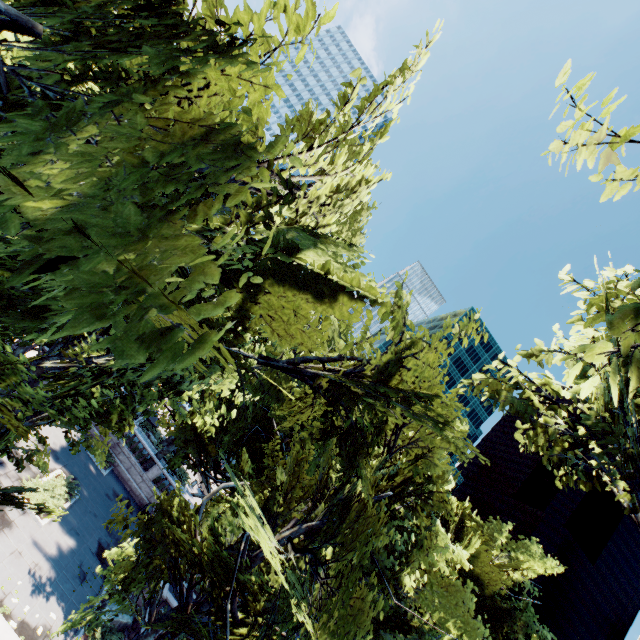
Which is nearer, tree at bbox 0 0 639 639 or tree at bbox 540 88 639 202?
tree at bbox 0 0 639 639

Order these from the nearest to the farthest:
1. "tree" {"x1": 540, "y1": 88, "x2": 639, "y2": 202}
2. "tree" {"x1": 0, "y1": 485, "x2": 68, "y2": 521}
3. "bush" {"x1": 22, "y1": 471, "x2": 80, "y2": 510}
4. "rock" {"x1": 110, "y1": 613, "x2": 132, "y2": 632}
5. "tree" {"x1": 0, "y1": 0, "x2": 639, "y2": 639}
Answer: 1. "tree" {"x1": 0, "y1": 0, "x2": 639, "y2": 639}
2. "tree" {"x1": 540, "y1": 88, "x2": 639, "y2": 202}
3. "tree" {"x1": 0, "y1": 485, "x2": 68, "y2": 521}
4. "rock" {"x1": 110, "y1": 613, "x2": 132, "y2": 632}
5. "bush" {"x1": 22, "y1": 471, "x2": 80, "y2": 510}

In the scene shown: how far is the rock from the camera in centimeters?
1747cm

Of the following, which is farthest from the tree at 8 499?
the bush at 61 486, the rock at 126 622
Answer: the bush at 61 486

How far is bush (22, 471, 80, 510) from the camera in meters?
18.2

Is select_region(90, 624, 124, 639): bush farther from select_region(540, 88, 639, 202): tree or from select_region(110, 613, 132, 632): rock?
select_region(540, 88, 639, 202): tree

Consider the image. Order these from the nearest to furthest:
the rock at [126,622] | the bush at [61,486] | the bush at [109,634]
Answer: the bush at [109,634], the rock at [126,622], the bush at [61,486]

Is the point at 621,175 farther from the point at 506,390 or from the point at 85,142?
the point at 85,142
